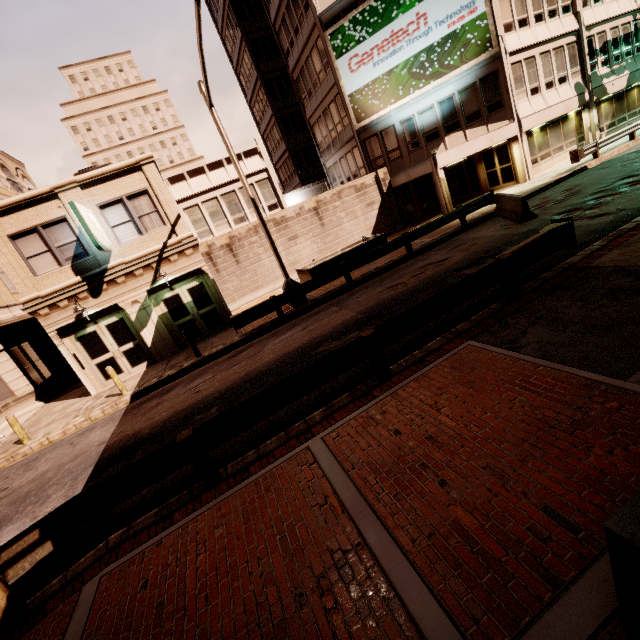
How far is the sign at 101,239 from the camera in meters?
11.8 m

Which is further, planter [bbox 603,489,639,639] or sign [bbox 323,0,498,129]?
sign [bbox 323,0,498,129]

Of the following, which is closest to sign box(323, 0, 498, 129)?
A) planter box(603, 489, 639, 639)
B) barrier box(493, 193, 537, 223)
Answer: barrier box(493, 193, 537, 223)

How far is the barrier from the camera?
12.7m

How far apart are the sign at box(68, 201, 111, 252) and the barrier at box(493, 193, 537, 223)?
16.4 meters

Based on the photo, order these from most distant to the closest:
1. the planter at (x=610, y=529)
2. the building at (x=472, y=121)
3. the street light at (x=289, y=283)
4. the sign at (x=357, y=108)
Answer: the building at (x=472, y=121), the sign at (x=357, y=108), the street light at (x=289, y=283), the planter at (x=610, y=529)

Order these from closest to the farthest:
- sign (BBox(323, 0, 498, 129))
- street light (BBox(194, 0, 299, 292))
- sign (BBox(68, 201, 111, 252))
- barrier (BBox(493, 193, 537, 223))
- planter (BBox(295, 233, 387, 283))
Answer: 1. street light (BBox(194, 0, 299, 292))
2. sign (BBox(68, 201, 111, 252))
3. barrier (BBox(493, 193, 537, 223))
4. planter (BBox(295, 233, 387, 283))
5. sign (BBox(323, 0, 498, 129))

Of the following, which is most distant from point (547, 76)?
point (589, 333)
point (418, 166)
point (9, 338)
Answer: point (9, 338)
